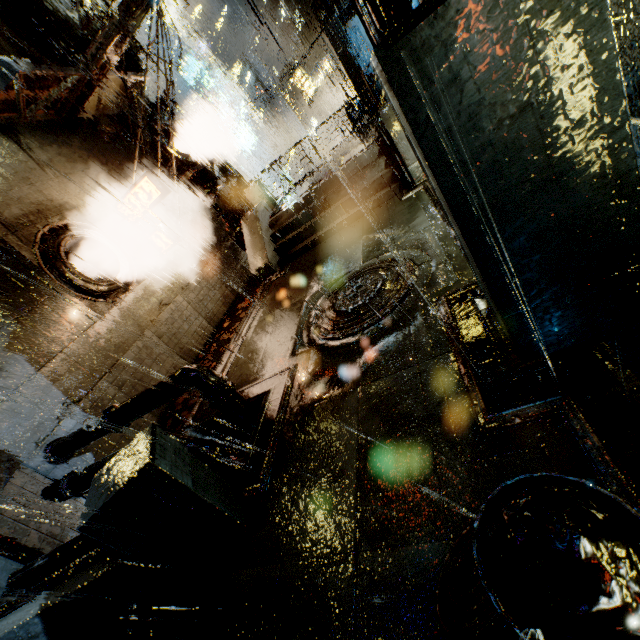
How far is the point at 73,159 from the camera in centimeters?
1070cm

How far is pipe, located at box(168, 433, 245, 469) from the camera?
5.03m

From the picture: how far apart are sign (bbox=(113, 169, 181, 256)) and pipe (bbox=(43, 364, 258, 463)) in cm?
676

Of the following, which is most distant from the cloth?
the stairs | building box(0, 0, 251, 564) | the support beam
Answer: the stairs

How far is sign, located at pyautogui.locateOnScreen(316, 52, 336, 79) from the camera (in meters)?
26.38

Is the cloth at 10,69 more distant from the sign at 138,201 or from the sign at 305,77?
the sign at 305,77

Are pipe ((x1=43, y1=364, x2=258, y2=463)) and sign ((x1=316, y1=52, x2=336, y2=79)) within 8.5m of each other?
no

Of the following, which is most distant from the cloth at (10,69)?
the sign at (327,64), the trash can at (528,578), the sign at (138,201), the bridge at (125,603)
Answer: the sign at (327,64)
